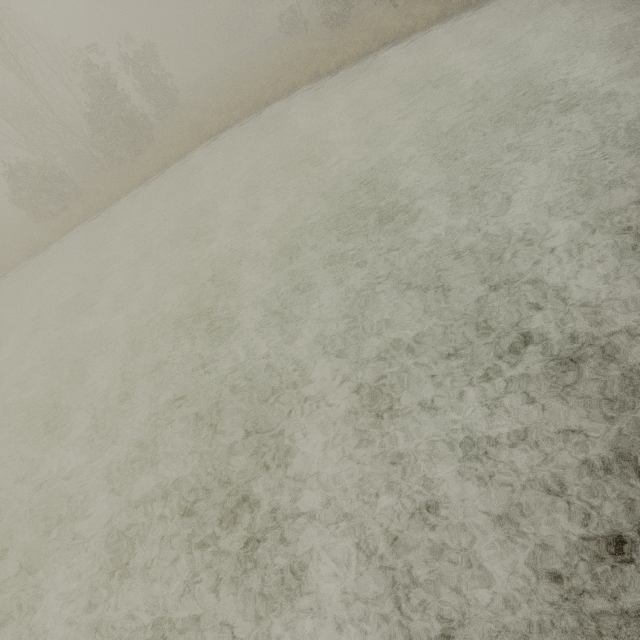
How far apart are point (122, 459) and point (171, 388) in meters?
1.8 m
